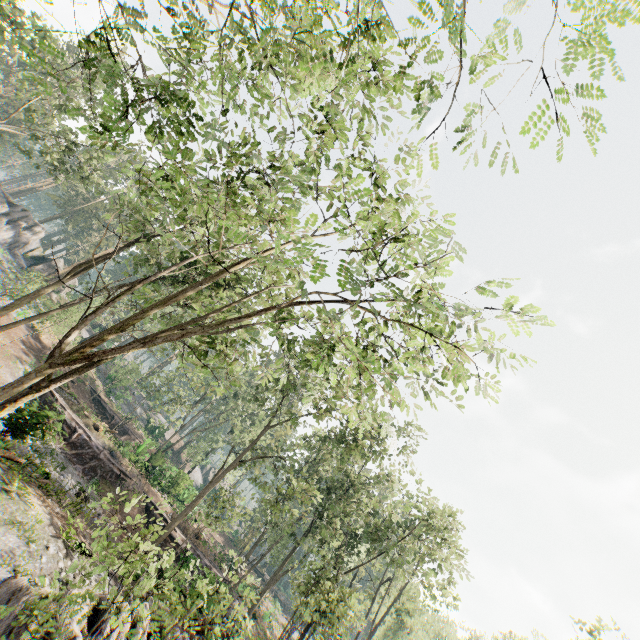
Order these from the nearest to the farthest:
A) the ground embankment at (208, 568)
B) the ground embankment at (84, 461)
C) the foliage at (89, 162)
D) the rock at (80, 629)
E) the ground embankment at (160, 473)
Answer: the foliage at (89, 162) → the rock at (80, 629) → the ground embankment at (84, 461) → the ground embankment at (208, 568) → the ground embankment at (160, 473)

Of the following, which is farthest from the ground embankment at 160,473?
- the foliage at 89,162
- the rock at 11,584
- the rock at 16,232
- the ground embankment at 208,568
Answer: the rock at 11,584

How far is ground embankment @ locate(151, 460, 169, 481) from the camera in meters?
30.3

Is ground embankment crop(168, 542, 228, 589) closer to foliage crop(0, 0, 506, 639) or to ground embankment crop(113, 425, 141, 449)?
foliage crop(0, 0, 506, 639)

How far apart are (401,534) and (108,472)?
25.5 meters

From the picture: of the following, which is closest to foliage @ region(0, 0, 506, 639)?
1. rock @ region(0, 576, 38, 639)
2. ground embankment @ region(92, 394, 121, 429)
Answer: rock @ region(0, 576, 38, 639)
